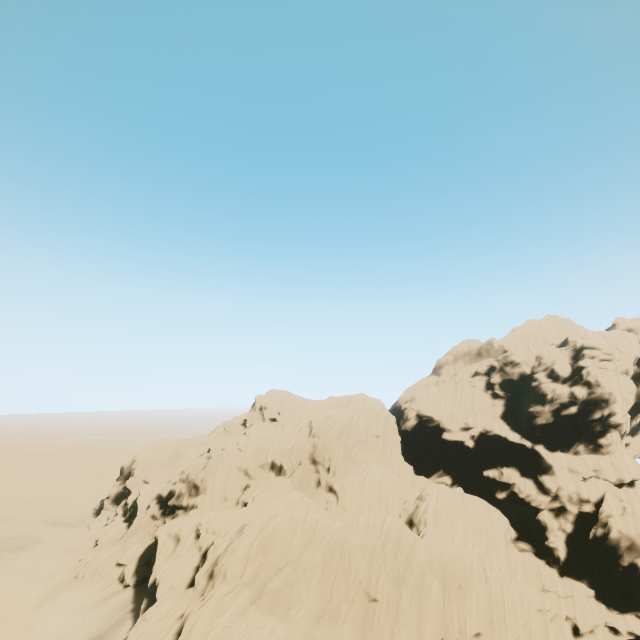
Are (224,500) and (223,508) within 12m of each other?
yes
